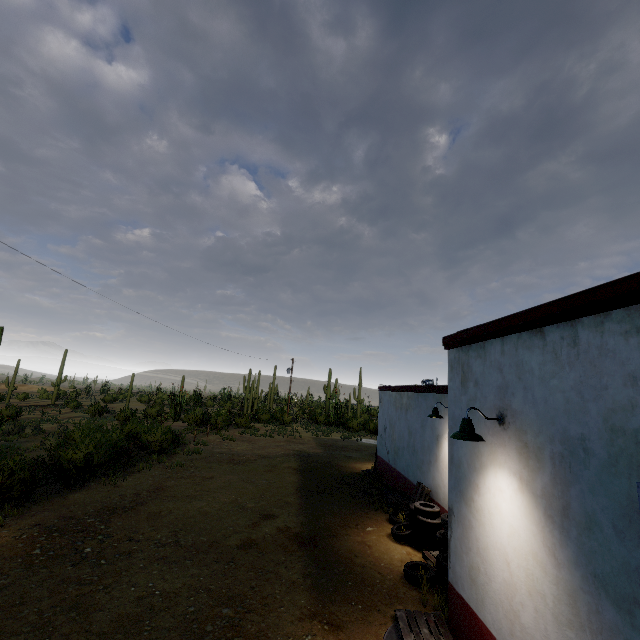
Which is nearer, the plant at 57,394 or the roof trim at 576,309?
the roof trim at 576,309

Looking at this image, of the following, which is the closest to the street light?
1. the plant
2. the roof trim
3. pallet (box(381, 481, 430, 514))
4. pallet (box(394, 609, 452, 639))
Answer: the roof trim

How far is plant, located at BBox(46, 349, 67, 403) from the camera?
55.44m

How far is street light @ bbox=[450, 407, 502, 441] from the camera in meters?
4.3

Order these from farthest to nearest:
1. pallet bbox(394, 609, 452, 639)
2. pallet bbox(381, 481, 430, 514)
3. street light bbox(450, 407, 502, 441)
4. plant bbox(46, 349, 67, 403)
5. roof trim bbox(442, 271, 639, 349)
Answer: plant bbox(46, 349, 67, 403), pallet bbox(381, 481, 430, 514), pallet bbox(394, 609, 452, 639), street light bbox(450, 407, 502, 441), roof trim bbox(442, 271, 639, 349)

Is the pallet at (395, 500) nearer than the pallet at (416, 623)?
No

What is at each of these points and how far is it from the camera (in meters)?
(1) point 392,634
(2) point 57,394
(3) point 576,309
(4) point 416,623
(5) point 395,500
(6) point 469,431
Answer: (1) curb, 5.24
(2) plant, 55.88
(3) roof trim, 3.44
(4) pallet, 5.51
(5) pallet, 10.65
(6) street light, 4.43

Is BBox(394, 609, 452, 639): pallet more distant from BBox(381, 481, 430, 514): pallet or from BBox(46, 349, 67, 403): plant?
BBox(46, 349, 67, 403): plant
